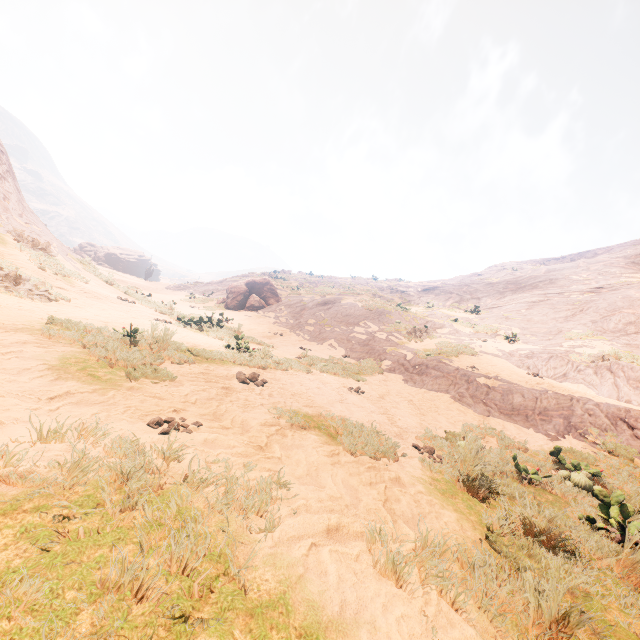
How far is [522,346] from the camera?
13.7m

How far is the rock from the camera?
56.5m

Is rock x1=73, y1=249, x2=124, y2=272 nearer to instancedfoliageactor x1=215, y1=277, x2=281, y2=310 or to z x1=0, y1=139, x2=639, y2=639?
z x1=0, y1=139, x2=639, y2=639

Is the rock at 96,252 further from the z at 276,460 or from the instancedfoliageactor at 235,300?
the instancedfoliageactor at 235,300

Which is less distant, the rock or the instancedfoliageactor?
the instancedfoliageactor

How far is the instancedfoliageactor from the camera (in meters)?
20.77

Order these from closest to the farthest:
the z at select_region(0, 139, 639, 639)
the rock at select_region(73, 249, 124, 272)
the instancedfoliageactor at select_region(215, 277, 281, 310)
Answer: the z at select_region(0, 139, 639, 639) < the instancedfoliageactor at select_region(215, 277, 281, 310) < the rock at select_region(73, 249, 124, 272)

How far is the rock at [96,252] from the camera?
56.5m
